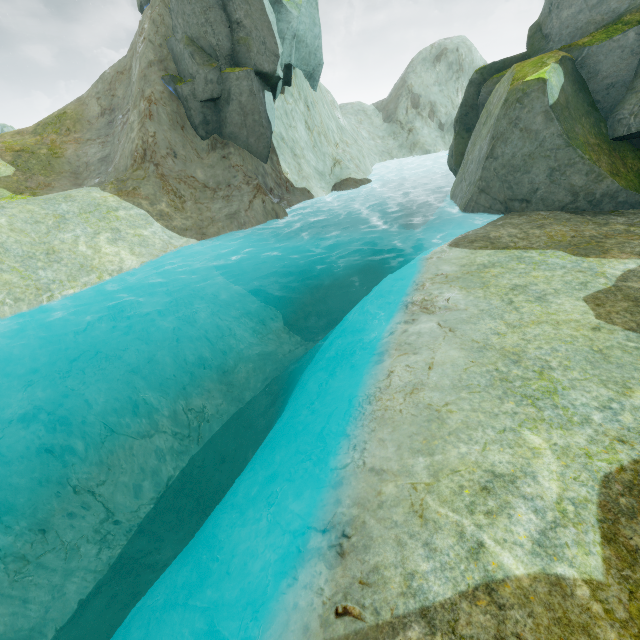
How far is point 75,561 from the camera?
9.4m

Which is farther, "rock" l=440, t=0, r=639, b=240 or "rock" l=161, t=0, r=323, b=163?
"rock" l=161, t=0, r=323, b=163

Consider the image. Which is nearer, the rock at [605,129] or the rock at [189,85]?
the rock at [605,129]
